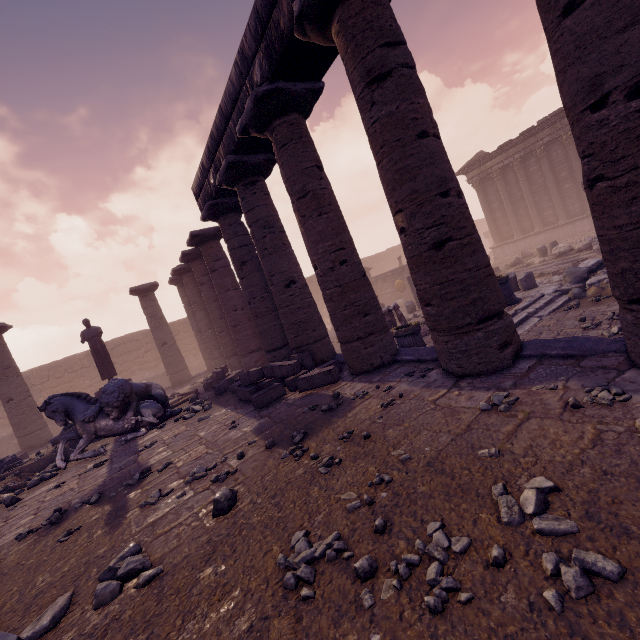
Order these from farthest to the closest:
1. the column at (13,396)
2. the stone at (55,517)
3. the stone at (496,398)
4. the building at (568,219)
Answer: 1. the building at (568,219)
2. the column at (13,396)
3. the stone at (55,517)
4. the stone at (496,398)

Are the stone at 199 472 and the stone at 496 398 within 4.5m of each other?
yes

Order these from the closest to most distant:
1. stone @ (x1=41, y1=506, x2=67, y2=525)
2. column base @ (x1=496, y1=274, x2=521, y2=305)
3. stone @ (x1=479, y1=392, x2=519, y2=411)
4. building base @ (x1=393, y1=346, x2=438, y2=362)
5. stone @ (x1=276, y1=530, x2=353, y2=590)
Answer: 1. stone @ (x1=276, y1=530, x2=353, y2=590)
2. stone @ (x1=479, y1=392, x2=519, y2=411)
3. stone @ (x1=41, y1=506, x2=67, y2=525)
4. building base @ (x1=393, y1=346, x2=438, y2=362)
5. column base @ (x1=496, y1=274, x2=521, y2=305)

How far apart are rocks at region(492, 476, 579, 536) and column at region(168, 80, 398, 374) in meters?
6.0 m

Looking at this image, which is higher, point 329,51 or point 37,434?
point 329,51

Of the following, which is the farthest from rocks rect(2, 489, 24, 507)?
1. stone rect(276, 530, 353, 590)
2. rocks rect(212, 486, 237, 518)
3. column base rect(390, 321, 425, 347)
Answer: column base rect(390, 321, 425, 347)

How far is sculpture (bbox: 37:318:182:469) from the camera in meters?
7.9 m

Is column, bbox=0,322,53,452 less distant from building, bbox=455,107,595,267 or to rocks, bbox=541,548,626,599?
rocks, bbox=541,548,626,599
